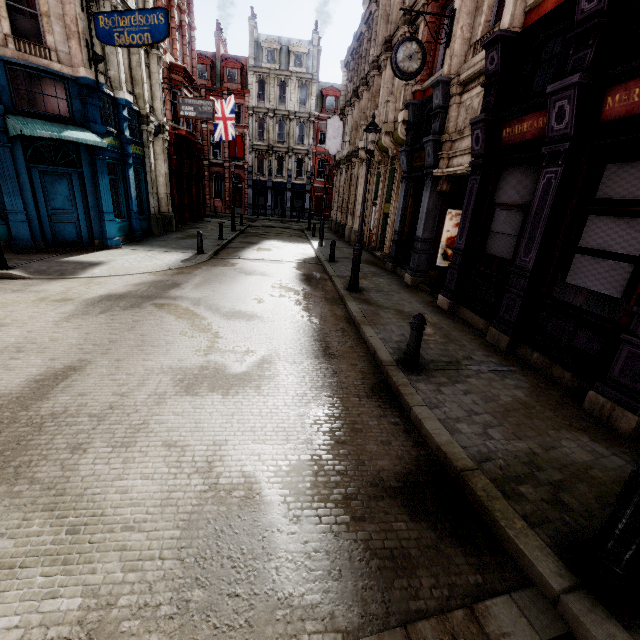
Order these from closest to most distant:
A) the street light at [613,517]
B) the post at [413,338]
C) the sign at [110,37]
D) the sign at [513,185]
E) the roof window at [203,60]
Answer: the street light at [613,517]
the post at [413,338]
the sign at [513,185]
the sign at [110,37]
the roof window at [203,60]

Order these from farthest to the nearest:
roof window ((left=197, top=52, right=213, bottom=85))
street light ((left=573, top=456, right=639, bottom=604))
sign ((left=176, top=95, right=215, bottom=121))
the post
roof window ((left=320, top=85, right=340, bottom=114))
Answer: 1. roof window ((left=320, top=85, right=340, bottom=114))
2. roof window ((left=197, top=52, right=213, bottom=85))
3. sign ((left=176, top=95, right=215, bottom=121))
4. the post
5. street light ((left=573, top=456, right=639, bottom=604))

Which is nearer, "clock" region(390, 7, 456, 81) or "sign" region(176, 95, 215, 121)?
"clock" region(390, 7, 456, 81)

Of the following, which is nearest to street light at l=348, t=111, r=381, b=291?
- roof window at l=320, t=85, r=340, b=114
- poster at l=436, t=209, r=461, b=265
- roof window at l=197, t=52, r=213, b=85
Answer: poster at l=436, t=209, r=461, b=265

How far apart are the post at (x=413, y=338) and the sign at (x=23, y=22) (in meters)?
15.40

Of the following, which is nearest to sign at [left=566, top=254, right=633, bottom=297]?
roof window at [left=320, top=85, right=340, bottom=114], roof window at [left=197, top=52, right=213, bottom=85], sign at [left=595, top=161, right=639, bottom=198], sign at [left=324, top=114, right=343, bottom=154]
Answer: sign at [left=595, top=161, right=639, bottom=198]

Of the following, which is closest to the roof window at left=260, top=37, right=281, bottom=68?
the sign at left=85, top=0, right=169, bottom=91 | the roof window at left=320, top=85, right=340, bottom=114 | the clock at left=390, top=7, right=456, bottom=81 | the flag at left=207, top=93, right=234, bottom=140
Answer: the roof window at left=320, top=85, right=340, bottom=114

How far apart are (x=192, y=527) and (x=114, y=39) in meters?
15.2
